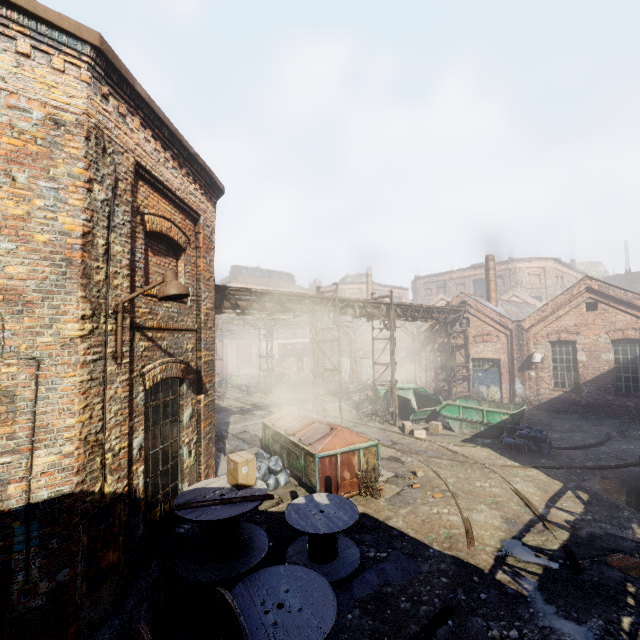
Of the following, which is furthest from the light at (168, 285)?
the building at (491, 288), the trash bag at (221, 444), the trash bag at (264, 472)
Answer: the building at (491, 288)

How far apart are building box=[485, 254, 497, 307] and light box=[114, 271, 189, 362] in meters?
23.2

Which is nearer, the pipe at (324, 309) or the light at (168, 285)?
the light at (168, 285)

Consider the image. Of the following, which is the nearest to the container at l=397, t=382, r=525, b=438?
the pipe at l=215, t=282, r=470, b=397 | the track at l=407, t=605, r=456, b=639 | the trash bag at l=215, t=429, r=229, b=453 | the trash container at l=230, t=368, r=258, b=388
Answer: the pipe at l=215, t=282, r=470, b=397

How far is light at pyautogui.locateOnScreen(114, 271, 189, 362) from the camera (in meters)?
4.39

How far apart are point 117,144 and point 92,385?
3.4 meters

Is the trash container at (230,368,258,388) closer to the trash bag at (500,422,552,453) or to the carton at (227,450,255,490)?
the trash bag at (500,422,552,453)

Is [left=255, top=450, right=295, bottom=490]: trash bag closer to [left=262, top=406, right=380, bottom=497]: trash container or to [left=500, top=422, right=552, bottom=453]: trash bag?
[left=262, top=406, right=380, bottom=497]: trash container
